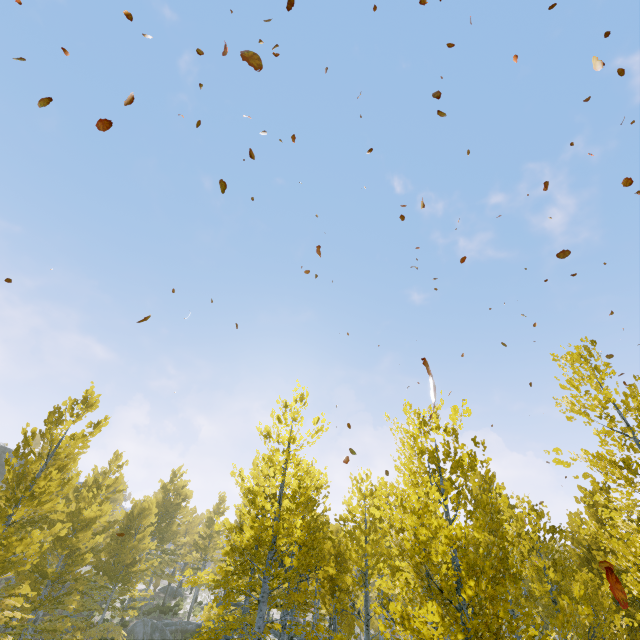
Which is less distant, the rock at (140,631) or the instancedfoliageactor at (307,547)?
the instancedfoliageactor at (307,547)

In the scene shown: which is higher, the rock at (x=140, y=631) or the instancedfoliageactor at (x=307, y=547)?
the instancedfoliageactor at (x=307, y=547)

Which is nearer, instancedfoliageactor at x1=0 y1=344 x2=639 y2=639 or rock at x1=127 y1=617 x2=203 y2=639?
instancedfoliageactor at x1=0 y1=344 x2=639 y2=639

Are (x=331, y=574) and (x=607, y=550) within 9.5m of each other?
no

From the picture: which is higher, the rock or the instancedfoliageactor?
the instancedfoliageactor
